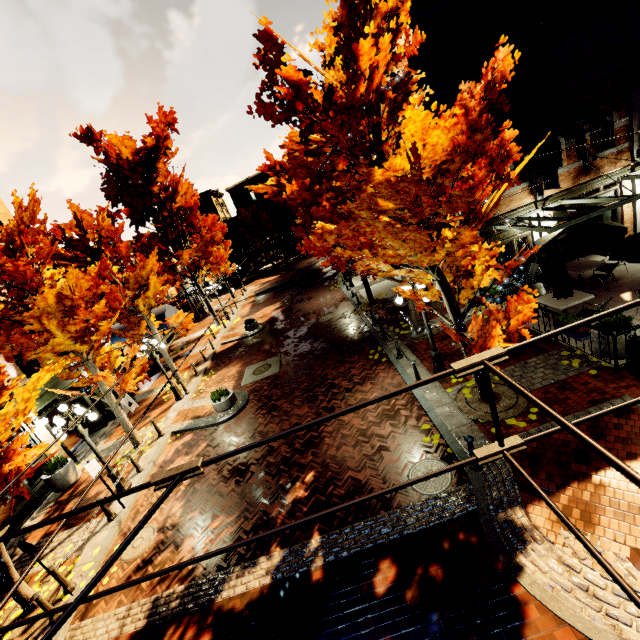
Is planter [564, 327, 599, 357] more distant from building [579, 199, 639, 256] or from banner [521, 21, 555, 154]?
banner [521, 21, 555, 154]

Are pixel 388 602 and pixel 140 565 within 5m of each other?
no

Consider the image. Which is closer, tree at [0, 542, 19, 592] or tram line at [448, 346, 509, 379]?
tram line at [448, 346, 509, 379]

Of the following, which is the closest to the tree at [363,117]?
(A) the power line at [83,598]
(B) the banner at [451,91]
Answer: (A) the power line at [83,598]

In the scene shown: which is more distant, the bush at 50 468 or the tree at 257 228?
the tree at 257 228

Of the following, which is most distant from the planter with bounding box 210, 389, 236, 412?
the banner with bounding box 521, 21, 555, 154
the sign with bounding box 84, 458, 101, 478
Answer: the banner with bounding box 521, 21, 555, 154

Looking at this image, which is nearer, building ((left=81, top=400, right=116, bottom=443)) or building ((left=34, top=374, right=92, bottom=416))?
building ((left=34, top=374, right=92, bottom=416))

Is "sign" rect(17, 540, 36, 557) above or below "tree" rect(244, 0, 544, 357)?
below
